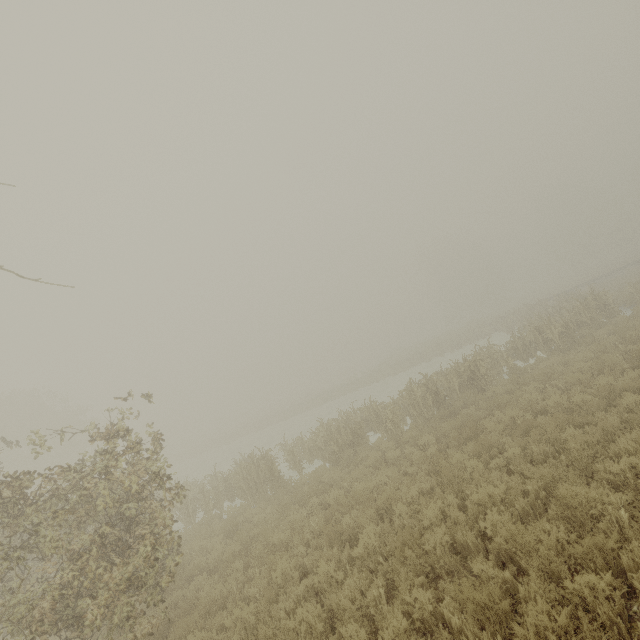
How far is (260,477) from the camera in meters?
13.7
